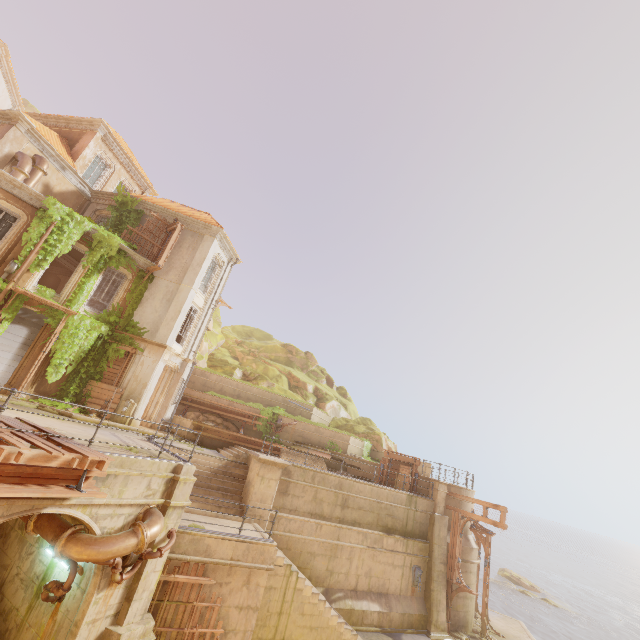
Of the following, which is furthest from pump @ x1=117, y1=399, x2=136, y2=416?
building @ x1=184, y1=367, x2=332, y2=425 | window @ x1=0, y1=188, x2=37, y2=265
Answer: window @ x1=0, y1=188, x2=37, y2=265

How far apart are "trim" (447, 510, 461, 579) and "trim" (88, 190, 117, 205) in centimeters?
2765cm

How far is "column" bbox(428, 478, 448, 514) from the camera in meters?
18.6 m

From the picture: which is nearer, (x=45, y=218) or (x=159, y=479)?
(x=159, y=479)

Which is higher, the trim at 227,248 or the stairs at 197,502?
the trim at 227,248

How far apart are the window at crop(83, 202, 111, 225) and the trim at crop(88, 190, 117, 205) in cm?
0

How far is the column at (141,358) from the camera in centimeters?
1727cm

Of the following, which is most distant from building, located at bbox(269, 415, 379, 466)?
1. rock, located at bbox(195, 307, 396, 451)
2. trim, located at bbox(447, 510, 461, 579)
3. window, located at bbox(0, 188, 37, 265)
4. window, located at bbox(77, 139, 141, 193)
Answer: window, located at bbox(77, 139, 141, 193)
